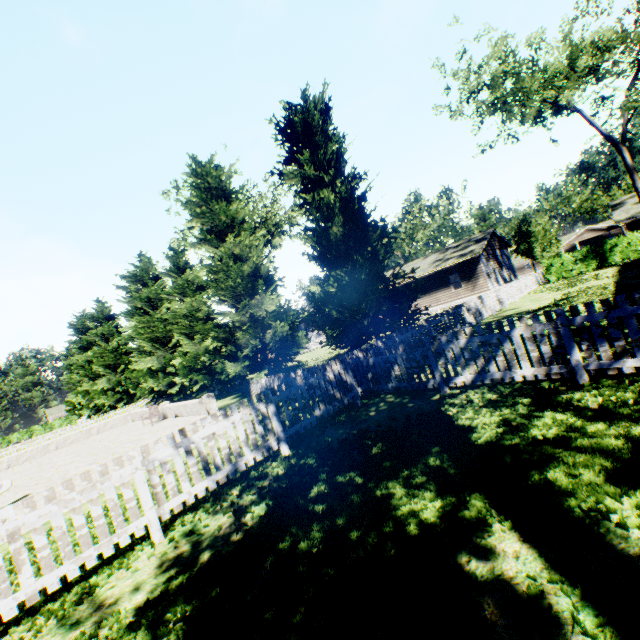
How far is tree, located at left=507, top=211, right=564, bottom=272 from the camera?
36.5 meters

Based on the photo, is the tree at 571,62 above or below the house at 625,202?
above

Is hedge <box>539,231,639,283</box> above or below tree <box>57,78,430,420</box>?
below

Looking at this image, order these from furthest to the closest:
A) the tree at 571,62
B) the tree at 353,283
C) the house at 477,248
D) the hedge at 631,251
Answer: the house at 477,248 < the hedge at 631,251 < the tree at 571,62 < the tree at 353,283

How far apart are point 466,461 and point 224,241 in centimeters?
1655cm

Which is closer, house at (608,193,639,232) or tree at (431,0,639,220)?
tree at (431,0,639,220)

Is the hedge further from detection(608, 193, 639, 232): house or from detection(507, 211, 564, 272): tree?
detection(608, 193, 639, 232): house

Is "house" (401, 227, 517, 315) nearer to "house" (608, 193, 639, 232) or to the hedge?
the hedge
